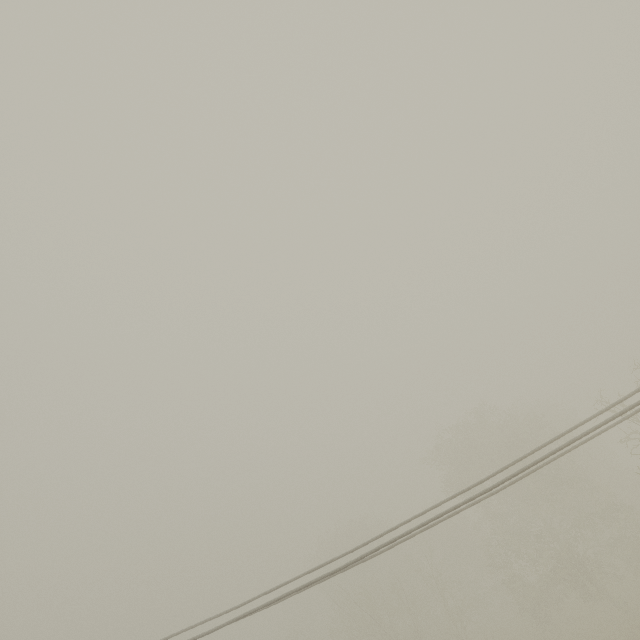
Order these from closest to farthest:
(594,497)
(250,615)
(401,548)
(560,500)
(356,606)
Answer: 1. (250,615)
2. (594,497)
3. (560,500)
4. (356,606)
5. (401,548)
